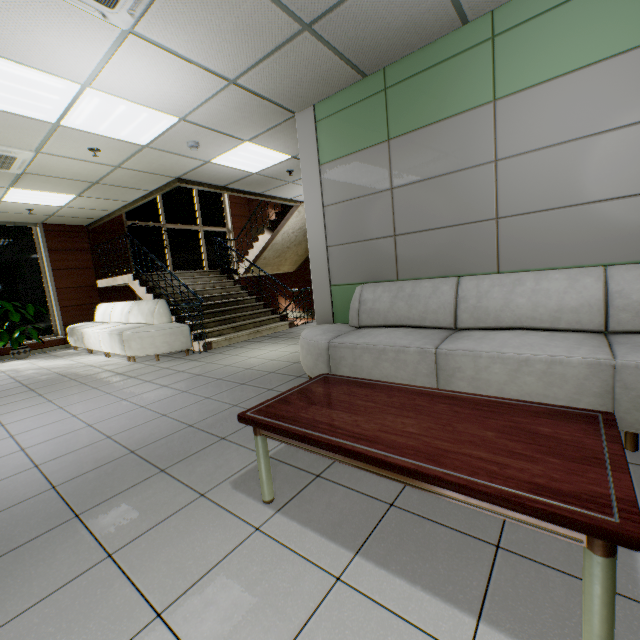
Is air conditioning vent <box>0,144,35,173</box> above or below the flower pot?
above

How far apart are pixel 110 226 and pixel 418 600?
11.3 meters

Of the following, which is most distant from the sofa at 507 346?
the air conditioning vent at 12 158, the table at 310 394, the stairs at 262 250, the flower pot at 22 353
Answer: the flower pot at 22 353

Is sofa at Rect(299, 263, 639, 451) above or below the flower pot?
above

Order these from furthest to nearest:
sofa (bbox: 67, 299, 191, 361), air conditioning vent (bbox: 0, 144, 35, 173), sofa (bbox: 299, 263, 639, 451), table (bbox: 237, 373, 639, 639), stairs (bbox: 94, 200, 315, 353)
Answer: stairs (bbox: 94, 200, 315, 353)
sofa (bbox: 67, 299, 191, 361)
air conditioning vent (bbox: 0, 144, 35, 173)
sofa (bbox: 299, 263, 639, 451)
table (bbox: 237, 373, 639, 639)

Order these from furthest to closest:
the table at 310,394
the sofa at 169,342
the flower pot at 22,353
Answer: the flower pot at 22,353
the sofa at 169,342
the table at 310,394

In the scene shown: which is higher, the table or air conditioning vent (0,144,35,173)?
air conditioning vent (0,144,35,173)

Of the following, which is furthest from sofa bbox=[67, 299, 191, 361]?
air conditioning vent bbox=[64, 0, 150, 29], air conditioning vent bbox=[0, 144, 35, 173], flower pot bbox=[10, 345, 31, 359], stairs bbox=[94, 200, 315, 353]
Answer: air conditioning vent bbox=[64, 0, 150, 29]
